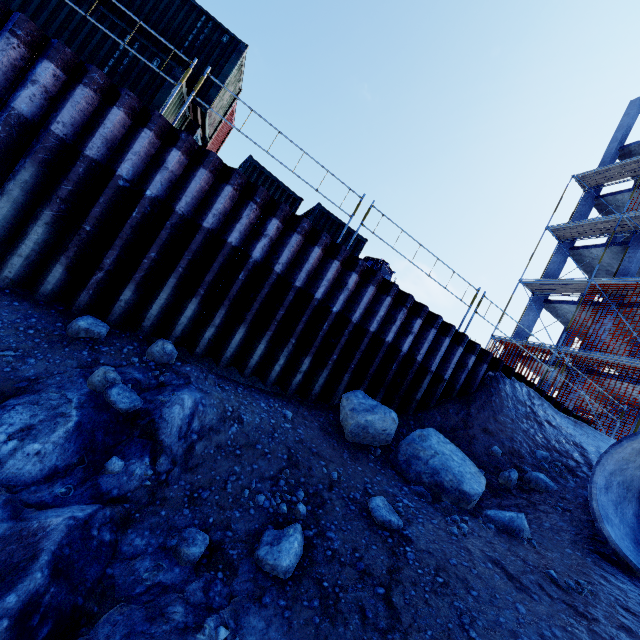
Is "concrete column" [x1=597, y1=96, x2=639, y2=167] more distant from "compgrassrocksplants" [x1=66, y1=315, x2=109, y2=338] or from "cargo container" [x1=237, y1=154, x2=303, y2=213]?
"compgrassrocksplants" [x1=66, y1=315, x2=109, y2=338]

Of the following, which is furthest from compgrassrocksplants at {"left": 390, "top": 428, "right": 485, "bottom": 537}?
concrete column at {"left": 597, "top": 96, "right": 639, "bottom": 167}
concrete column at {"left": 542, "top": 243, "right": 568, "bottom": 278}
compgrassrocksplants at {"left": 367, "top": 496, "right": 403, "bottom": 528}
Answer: concrete column at {"left": 597, "top": 96, "right": 639, "bottom": 167}

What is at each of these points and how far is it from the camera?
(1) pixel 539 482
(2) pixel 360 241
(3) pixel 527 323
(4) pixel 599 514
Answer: (1) compgrassrocksplants, 6.0 meters
(2) cargo container, 12.7 meters
(3) concrete column, 20.6 meters
(4) concrete pipe, 4.5 meters

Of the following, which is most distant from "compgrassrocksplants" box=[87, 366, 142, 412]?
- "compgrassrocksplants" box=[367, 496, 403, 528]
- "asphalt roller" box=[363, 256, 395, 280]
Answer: "asphalt roller" box=[363, 256, 395, 280]

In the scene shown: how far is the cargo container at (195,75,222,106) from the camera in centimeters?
998cm

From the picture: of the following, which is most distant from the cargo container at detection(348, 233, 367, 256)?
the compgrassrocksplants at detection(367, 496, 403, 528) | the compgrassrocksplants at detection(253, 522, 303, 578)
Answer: the compgrassrocksplants at detection(253, 522, 303, 578)

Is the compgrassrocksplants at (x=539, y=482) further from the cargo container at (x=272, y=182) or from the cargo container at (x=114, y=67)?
the cargo container at (x=114, y=67)

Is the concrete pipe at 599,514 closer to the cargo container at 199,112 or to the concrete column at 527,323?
the cargo container at 199,112
